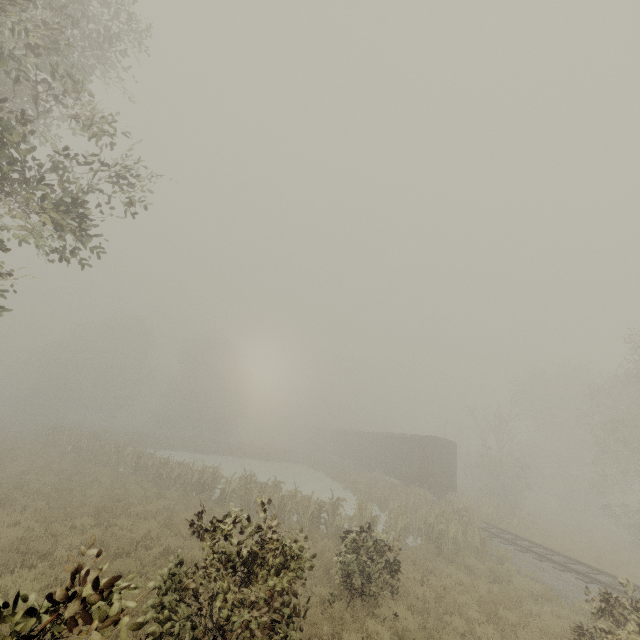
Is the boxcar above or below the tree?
below

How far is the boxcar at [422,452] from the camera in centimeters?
2495cm

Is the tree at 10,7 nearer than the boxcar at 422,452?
Yes

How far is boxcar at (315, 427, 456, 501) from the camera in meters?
25.0 m

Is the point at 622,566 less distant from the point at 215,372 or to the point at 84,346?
the point at 215,372

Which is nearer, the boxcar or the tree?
the tree
